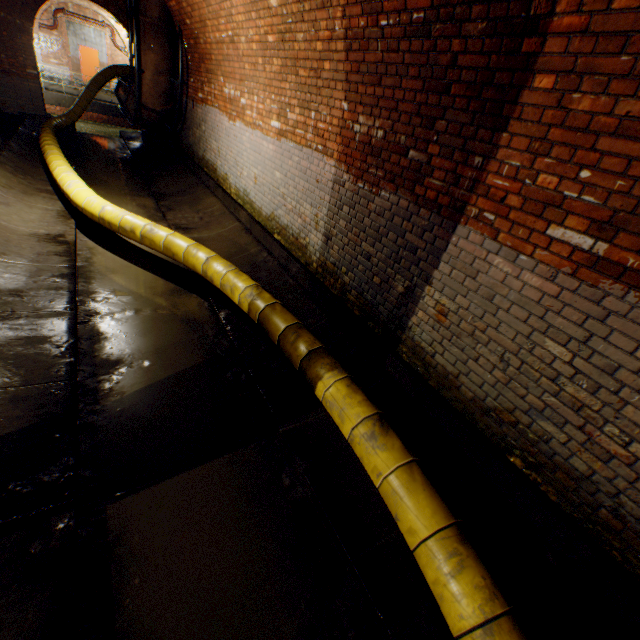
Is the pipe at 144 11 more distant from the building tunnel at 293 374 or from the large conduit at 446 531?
the large conduit at 446 531

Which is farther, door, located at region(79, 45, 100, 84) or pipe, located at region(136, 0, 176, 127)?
door, located at region(79, 45, 100, 84)

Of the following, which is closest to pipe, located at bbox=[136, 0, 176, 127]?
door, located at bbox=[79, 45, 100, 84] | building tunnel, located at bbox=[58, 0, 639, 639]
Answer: building tunnel, located at bbox=[58, 0, 639, 639]

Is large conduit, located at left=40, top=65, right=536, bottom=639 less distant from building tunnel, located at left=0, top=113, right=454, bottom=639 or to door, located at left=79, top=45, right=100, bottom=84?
building tunnel, located at left=0, top=113, right=454, bottom=639

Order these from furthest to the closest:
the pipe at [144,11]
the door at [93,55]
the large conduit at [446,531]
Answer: the door at [93,55] → the pipe at [144,11] → the large conduit at [446,531]

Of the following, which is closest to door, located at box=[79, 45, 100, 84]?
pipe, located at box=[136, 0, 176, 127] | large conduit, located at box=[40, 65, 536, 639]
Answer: large conduit, located at box=[40, 65, 536, 639]

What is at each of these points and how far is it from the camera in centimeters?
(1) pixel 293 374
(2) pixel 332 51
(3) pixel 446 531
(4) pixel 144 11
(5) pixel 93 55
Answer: (1) building tunnel, 388cm
(2) building tunnel, 381cm
(3) large conduit, 215cm
(4) pipe, 798cm
(5) door, 2119cm
